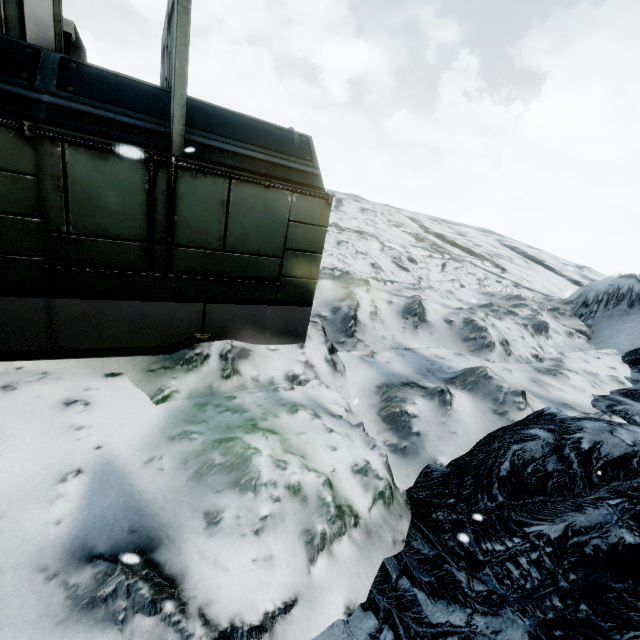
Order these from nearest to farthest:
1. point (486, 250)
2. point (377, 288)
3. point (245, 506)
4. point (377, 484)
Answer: point (245, 506)
point (377, 484)
point (377, 288)
point (486, 250)
